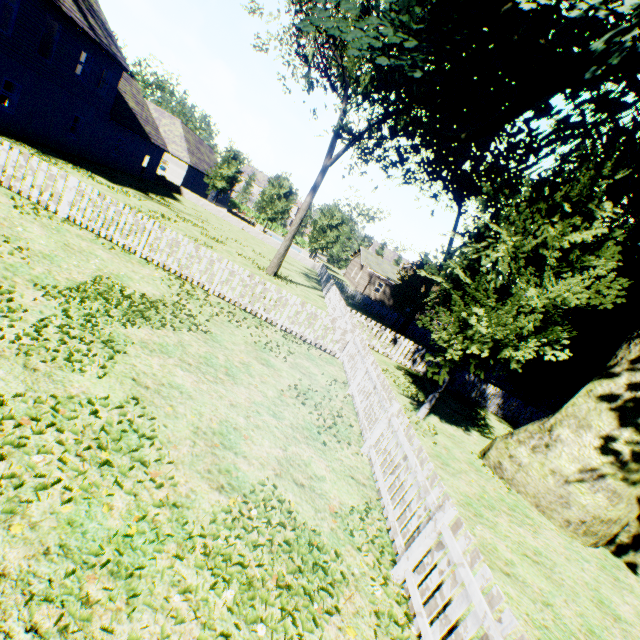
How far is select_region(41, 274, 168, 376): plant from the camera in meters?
4.9

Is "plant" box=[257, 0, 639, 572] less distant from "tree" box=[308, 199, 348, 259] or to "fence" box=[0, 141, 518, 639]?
"fence" box=[0, 141, 518, 639]

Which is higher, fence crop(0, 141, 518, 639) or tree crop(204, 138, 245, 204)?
tree crop(204, 138, 245, 204)

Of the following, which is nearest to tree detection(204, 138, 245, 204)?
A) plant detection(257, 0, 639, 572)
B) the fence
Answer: the fence

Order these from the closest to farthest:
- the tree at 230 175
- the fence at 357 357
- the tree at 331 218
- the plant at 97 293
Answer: the fence at 357 357, the plant at 97 293, the tree at 230 175, the tree at 331 218

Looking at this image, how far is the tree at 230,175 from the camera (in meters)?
36.22

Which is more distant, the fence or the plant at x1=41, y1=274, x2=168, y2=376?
the plant at x1=41, y1=274, x2=168, y2=376

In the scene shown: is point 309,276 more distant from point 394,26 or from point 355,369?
point 355,369
